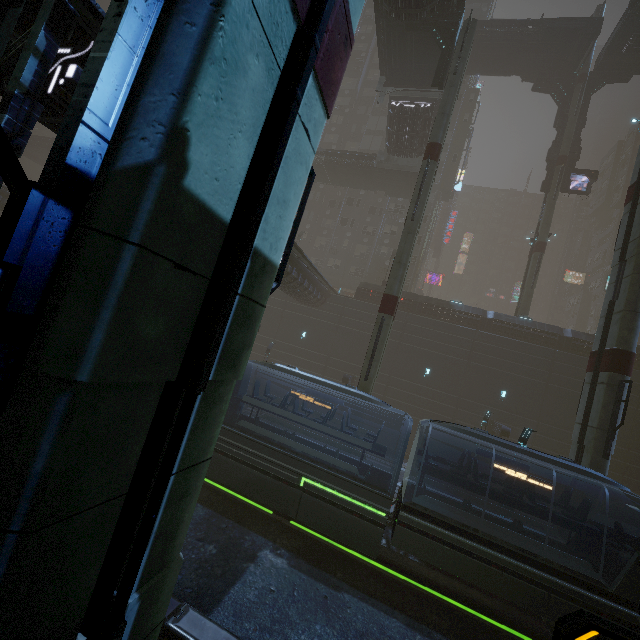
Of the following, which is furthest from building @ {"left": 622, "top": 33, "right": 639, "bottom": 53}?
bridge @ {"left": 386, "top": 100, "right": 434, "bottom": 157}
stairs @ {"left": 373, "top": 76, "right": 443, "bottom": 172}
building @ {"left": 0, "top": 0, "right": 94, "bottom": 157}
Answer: bridge @ {"left": 386, "top": 100, "right": 434, "bottom": 157}

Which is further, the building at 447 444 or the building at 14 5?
the building at 447 444

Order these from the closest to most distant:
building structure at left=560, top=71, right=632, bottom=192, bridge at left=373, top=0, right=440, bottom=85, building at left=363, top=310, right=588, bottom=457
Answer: bridge at left=373, top=0, right=440, bottom=85
building at left=363, top=310, right=588, bottom=457
building structure at left=560, top=71, right=632, bottom=192

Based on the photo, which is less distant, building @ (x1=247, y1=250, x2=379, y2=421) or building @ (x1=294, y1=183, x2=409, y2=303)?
building @ (x1=247, y1=250, x2=379, y2=421)

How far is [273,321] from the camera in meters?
33.1

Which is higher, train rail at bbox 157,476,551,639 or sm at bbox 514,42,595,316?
sm at bbox 514,42,595,316

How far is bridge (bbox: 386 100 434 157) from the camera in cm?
2700

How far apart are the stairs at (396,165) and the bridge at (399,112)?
0.0 meters
